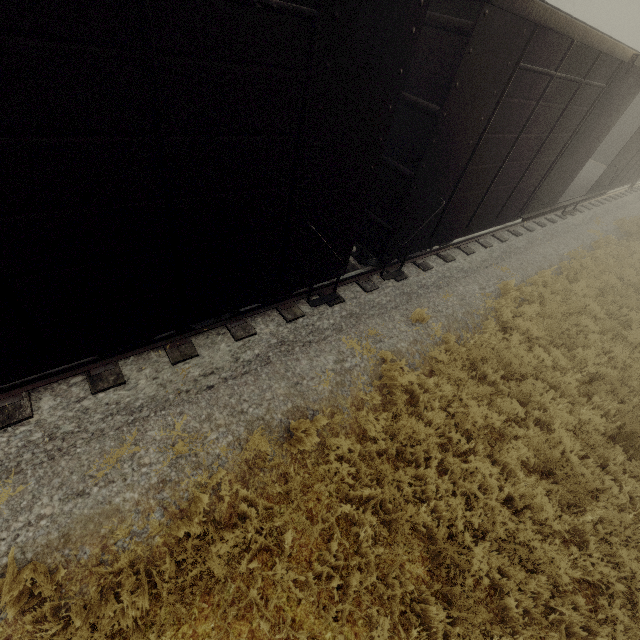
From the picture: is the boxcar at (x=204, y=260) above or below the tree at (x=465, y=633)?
above

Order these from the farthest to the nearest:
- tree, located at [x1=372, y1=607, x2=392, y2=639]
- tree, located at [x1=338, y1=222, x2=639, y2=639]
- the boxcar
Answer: tree, located at [x1=338, y1=222, x2=639, y2=639] → tree, located at [x1=372, y1=607, x2=392, y2=639] → the boxcar

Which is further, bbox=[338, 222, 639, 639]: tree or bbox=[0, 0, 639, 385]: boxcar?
bbox=[338, 222, 639, 639]: tree

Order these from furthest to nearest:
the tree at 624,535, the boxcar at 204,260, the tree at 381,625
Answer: the tree at 624,535, the tree at 381,625, the boxcar at 204,260

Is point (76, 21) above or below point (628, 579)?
above

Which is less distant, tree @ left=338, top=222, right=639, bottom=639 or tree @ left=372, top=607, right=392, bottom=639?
tree @ left=372, top=607, right=392, bottom=639
